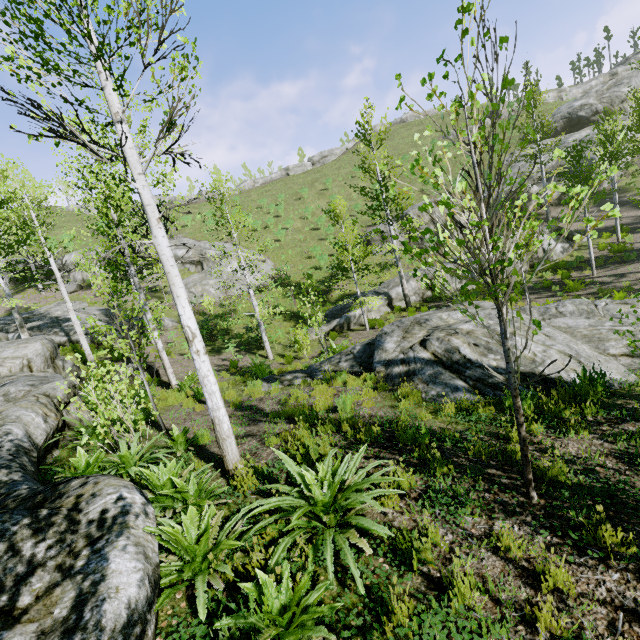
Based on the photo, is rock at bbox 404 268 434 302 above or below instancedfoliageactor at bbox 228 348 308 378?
below

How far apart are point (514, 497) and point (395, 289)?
18.04m

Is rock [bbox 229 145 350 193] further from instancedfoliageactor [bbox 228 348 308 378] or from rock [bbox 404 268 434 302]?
instancedfoliageactor [bbox 228 348 308 378]

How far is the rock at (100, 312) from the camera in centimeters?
1853cm

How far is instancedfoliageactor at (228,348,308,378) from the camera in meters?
12.1

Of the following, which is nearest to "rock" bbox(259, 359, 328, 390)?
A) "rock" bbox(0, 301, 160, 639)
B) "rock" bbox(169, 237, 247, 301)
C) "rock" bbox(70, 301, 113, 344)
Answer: "rock" bbox(0, 301, 160, 639)

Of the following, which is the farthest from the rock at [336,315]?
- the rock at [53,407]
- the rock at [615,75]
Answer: the rock at [615,75]

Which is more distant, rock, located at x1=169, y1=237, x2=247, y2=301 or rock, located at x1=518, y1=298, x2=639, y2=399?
rock, located at x1=169, y1=237, x2=247, y2=301
